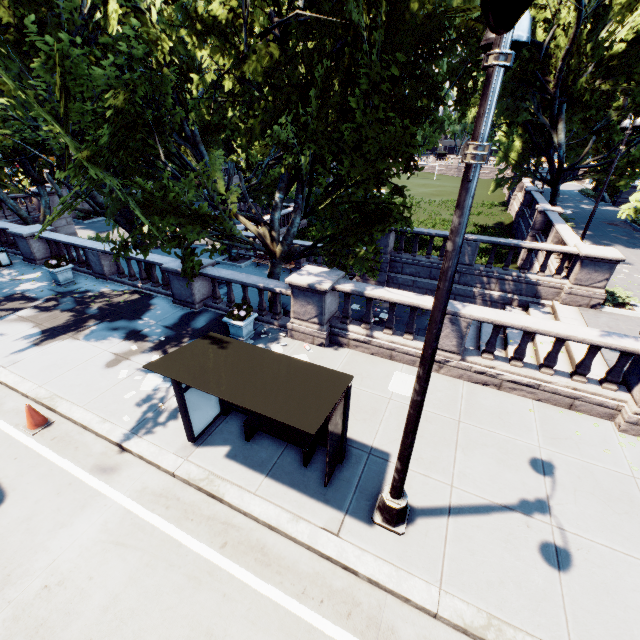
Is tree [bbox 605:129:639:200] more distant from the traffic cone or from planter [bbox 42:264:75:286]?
the traffic cone

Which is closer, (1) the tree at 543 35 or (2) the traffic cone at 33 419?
(2) the traffic cone at 33 419

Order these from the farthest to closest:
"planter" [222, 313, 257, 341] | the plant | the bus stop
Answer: the plant, "planter" [222, 313, 257, 341], the bus stop

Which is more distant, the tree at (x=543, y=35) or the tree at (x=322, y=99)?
the tree at (x=543, y=35)

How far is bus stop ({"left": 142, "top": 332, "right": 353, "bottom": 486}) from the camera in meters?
5.0

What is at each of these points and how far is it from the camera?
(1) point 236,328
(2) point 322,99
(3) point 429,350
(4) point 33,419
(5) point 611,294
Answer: (1) planter, 10.54m
(2) tree, 9.55m
(3) light, 4.02m
(4) traffic cone, 7.57m
(5) bush, 14.41m

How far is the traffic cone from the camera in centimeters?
751cm

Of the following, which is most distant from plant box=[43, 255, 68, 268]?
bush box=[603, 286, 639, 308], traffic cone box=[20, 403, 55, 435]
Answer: bush box=[603, 286, 639, 308]
